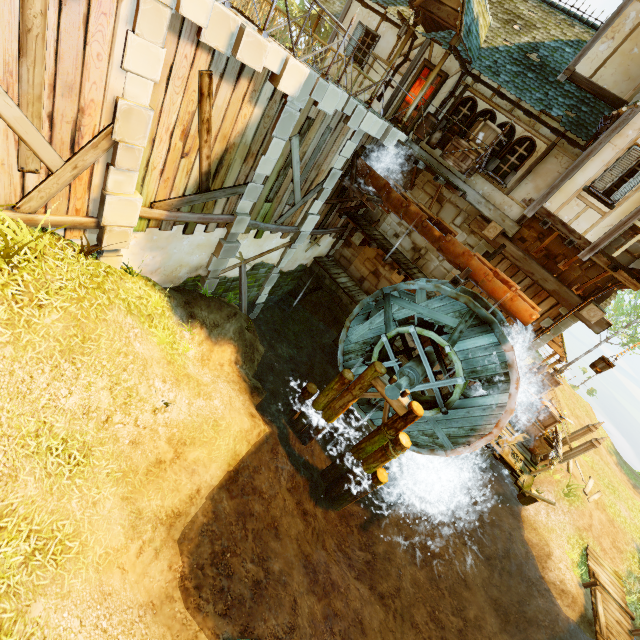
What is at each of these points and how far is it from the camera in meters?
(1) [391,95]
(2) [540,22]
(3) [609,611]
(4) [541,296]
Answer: (1) building, 12.9 m
(2) building, 11.8 m
(3) wooden platform, 12.4 m
(4) tower, 11.4 m

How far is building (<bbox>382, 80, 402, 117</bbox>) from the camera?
12.7 meters

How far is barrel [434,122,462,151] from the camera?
11.1m

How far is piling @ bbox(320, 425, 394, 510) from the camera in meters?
10.9

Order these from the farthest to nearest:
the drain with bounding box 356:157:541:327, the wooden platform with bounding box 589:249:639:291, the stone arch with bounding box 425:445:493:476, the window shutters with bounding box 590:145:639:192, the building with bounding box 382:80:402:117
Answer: the stone arch with bounding box 425:445:493:476 < the building with bounding box 382:80:402:117 < the drain with bounding box 356:157:541:327 < the wooden platform with bounding box 589:249:639:291 < the window shutters with bounding box 590:145:639:192

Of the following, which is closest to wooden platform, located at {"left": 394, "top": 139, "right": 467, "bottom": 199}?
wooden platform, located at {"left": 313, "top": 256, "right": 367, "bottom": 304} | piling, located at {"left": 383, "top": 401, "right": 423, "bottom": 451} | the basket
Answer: wooden platform, located at {"left": 313, "top": 256, "right": 367, "bottom": 304}

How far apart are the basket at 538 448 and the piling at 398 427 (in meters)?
6.46

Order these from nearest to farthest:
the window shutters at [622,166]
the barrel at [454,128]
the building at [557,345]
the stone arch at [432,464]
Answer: the window shutters at [622,166], the barrel at [454,128], the stone arch at [432,464], the building at [557,345]
